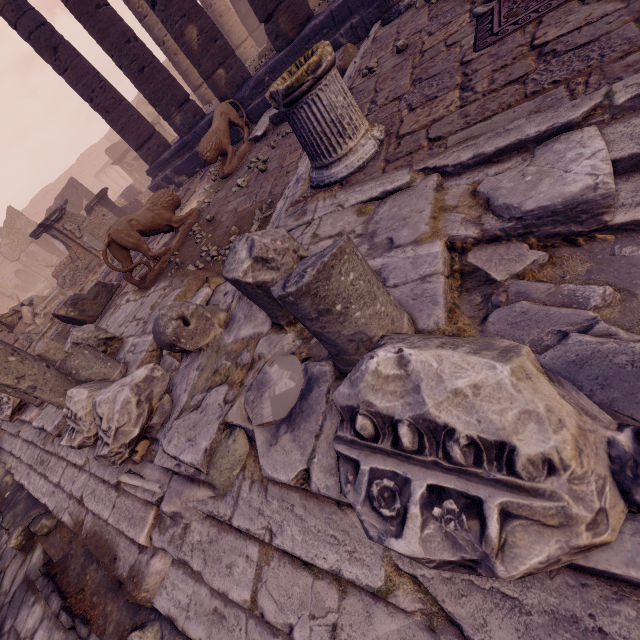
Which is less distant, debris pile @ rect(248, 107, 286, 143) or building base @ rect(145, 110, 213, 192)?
debris pile @ rect(248, 107, 286, 143)

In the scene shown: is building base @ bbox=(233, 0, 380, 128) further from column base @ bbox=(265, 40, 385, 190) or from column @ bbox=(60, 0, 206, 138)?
column base @ bbox=(265, 40, 385, 190)

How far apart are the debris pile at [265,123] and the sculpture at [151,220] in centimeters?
242cm

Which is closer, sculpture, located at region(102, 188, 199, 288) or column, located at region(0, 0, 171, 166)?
sculpture, located at region(102, 188, 199, 288)

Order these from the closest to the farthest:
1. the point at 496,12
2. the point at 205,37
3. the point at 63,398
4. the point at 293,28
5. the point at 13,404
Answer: the point at 496,12
the point at 63,398
the point at 13,404
the point at 293,28
the point at 205,37

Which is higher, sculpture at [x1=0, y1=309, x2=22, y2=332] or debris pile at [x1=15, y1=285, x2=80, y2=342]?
sculpture at [x1=0, y1=309, x2=22, y2=332]

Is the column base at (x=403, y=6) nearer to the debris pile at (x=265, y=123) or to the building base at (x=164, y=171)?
the building base at (x=164, y=171)

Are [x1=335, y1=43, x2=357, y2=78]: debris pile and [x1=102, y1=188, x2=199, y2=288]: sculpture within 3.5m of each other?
yes
